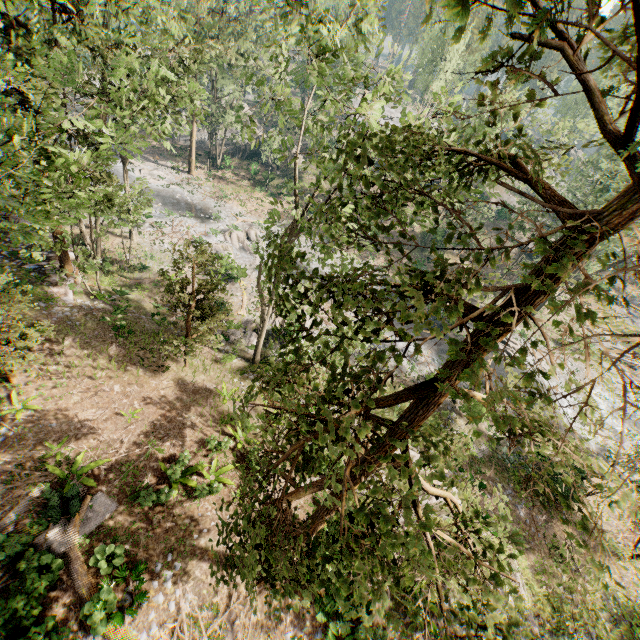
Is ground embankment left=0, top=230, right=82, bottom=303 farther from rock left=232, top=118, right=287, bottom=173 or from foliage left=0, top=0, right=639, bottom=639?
rock left=232, top=118, right=287, bottom=173

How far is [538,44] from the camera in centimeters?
224cm

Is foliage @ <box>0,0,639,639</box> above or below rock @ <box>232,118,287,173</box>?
above

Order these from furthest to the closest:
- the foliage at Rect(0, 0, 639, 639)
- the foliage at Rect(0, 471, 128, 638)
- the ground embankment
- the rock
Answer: the rock < the ground embankment < the foliage at Rect(0, 471, 128, 638) < the foliage at Rect(0, 0, 639, 639)

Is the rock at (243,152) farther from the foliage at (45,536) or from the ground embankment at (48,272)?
the ground embankment at (48,272)
